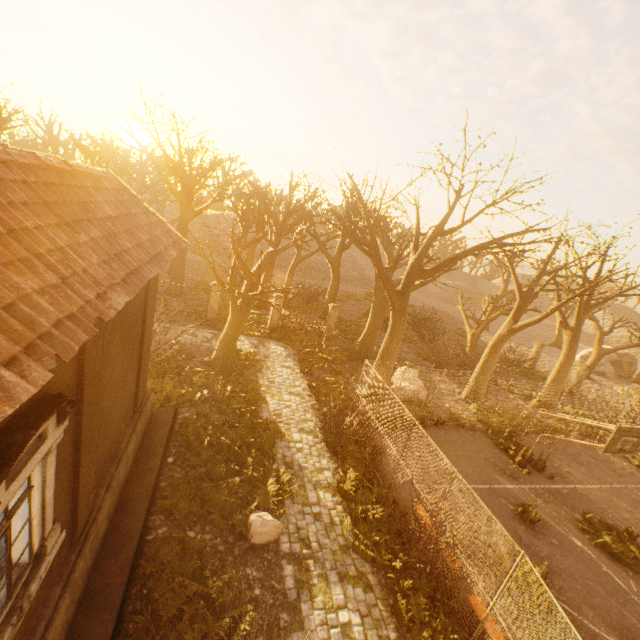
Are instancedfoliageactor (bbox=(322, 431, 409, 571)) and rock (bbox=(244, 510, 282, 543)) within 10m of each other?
yes

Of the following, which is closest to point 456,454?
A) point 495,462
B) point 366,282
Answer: point 495,462

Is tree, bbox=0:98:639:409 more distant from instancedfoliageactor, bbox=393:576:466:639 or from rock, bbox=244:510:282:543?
instancedfoliageactor, bbox=393:576:466:639

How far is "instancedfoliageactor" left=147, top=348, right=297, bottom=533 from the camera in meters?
8.5 m

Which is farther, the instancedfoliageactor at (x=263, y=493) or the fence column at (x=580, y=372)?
the fence column at (x=580, y=372)

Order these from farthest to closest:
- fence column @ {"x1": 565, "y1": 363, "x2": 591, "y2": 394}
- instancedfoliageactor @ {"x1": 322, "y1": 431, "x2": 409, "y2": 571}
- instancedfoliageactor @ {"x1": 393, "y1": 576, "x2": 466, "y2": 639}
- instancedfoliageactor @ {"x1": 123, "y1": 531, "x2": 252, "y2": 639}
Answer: fence column @ {"x1": 565, "y1": 363, "x2": 591, "y2": 394}, instancedfoliageactor @ {"x1": 322, "y1": 431, "x2": 409, "y2": 571}, instancedfoliageactor @ {"x1": 393, "y1": 576, "x2": 466, "y2": 639}, instancedfoliageactor @ {"x1": 123, "y1": 531, "x2": 252, "y2": 639}

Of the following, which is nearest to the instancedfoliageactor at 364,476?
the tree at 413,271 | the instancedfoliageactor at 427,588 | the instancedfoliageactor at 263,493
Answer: the instancedfoliageactor at 427,588

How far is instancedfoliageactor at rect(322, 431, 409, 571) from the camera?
8.4 meters
